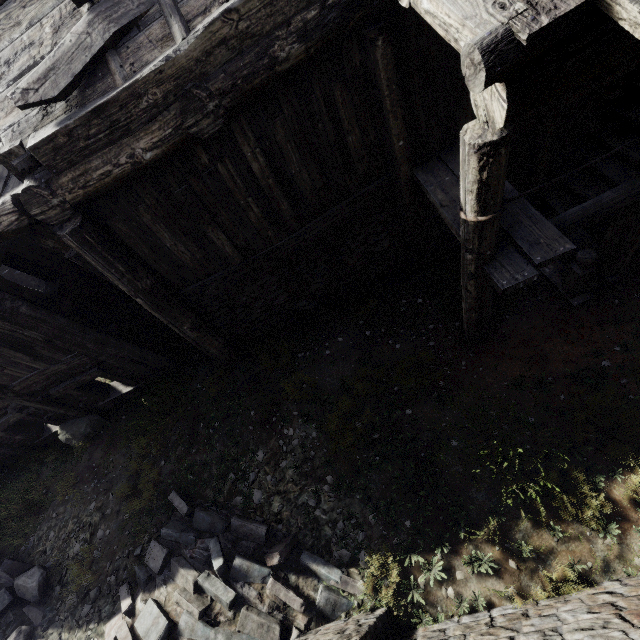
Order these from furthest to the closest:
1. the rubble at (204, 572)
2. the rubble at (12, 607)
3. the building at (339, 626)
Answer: the rubble at (12, 607), the rubble at (204, 572), the building at (339, 626)

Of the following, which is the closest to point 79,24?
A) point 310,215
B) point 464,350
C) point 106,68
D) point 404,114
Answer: point 106,68

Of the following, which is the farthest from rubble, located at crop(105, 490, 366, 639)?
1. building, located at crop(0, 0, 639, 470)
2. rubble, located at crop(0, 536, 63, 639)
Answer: building, located at crop(0, 0, 639, 470)

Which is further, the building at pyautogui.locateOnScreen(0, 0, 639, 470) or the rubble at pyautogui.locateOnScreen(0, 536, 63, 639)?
the rubble at pyautogui.locateOnScreen(0, 536, 63, 639)

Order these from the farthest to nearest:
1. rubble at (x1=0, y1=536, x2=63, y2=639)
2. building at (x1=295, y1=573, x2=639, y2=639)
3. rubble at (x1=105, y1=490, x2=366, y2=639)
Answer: rubble at (x1=0, y1=536, x2=63, y2=639) → rubble at (x1=105, y1=490, x2=366, y2=639) → building at (x1=295, y1=573, x2=639, y2=639)

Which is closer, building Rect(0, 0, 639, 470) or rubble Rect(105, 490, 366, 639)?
building Rect(0, 0, 639, 470)

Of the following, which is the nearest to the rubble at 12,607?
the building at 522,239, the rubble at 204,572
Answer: the rubble at 204,572
